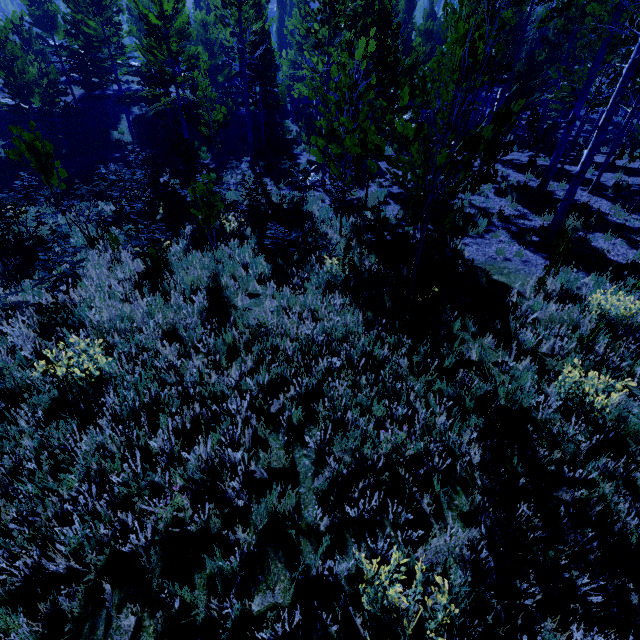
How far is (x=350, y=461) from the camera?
3.8 meters
